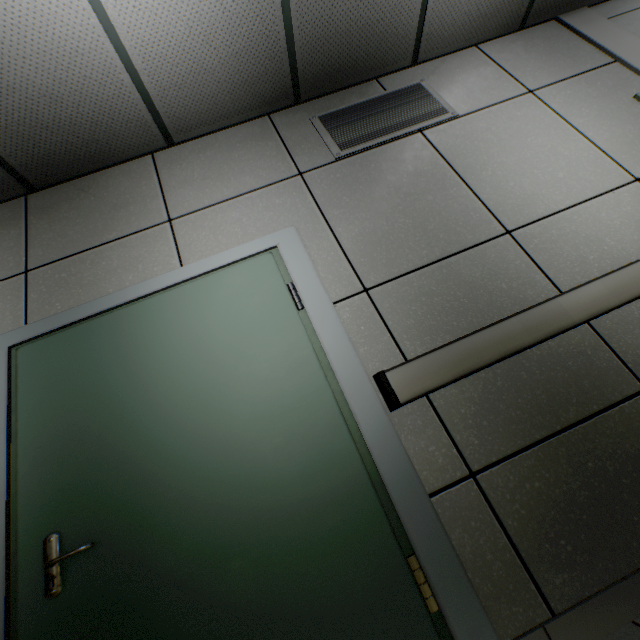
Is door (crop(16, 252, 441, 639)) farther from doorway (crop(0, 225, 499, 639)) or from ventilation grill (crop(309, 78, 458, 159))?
ventilation grill (crop(309, 78, 458, 159))

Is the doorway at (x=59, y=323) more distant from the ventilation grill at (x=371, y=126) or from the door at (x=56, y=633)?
the ventilation grill at (x=371, y=126)

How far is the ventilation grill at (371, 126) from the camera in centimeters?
225cm

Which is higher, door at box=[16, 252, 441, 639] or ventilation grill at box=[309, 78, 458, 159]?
ventilation grill at box=[309, 78, 458, 159]

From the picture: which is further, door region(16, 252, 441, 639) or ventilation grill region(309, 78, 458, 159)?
ventilation grill region(309, 78, 458, 159)

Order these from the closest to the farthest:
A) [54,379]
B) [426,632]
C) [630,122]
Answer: [426,632] → [54,379] → [630,122]

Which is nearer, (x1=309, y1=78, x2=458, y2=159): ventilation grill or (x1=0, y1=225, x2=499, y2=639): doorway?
(x1=0, y1=225, x2=499, y2=639): doorway

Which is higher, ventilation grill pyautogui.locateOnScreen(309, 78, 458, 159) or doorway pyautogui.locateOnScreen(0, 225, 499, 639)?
ventilation grill pyautogui.locateOnScreen(309, 78, 458, 159)
